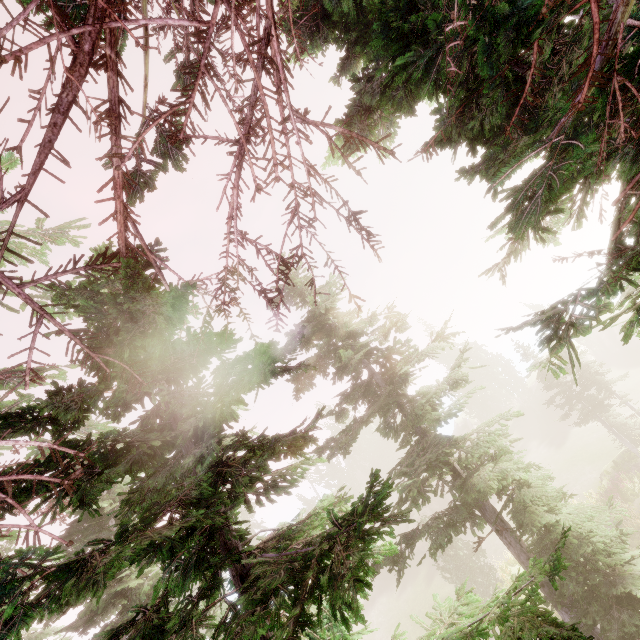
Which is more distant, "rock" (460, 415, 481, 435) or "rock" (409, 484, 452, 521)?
"rock" (460, 415, 481, 435)

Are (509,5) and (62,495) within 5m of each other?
no

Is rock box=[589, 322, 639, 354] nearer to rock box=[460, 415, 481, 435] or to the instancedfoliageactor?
the instancedfoliageactor

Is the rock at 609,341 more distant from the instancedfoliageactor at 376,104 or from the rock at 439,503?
the rock at 439,503

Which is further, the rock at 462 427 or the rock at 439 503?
the rock at 462 427

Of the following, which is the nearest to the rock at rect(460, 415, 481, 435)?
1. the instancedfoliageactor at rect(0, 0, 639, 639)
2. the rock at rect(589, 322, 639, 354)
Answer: the instancedfoliageactor at rect(0, 0, 639, 639)
